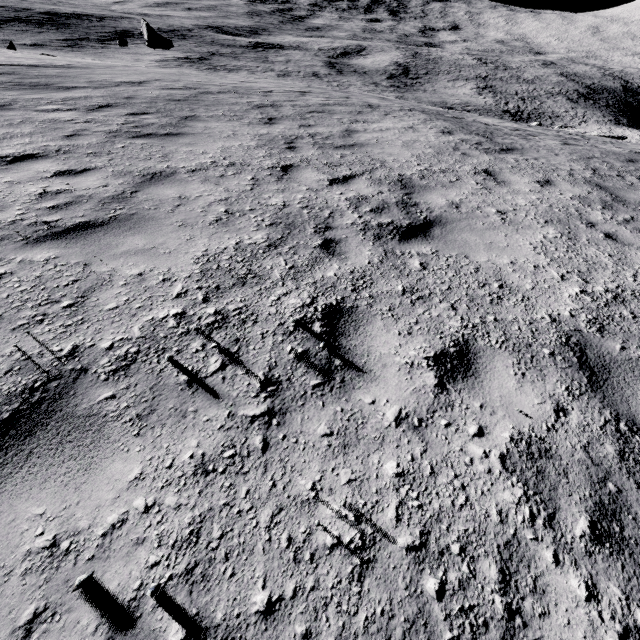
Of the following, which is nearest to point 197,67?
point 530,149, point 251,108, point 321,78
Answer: point 321,78

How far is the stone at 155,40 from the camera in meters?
30.1 m

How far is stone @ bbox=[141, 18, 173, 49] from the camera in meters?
30.1 m
